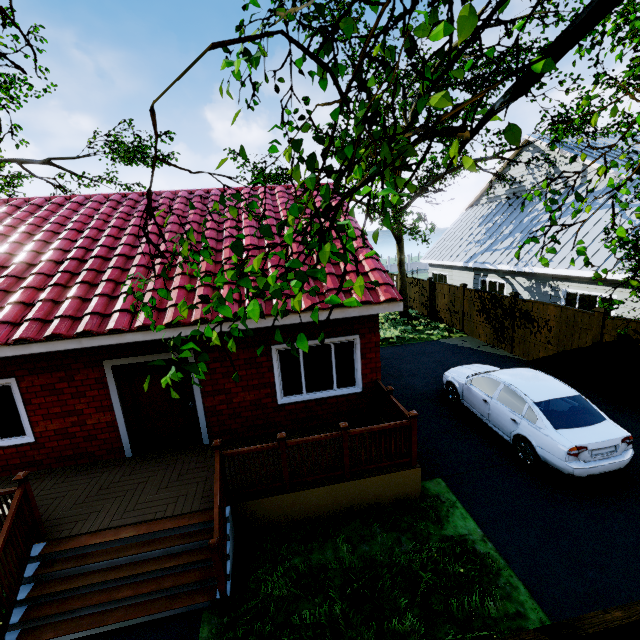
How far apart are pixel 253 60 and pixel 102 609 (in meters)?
6.87

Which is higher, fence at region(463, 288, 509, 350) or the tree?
the tree

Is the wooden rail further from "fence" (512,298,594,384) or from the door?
"fence" (512,298,594,384)

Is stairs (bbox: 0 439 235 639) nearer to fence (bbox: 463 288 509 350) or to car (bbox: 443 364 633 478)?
fence (bbox: 463 288 509 350)

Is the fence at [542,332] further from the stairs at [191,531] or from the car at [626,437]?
the car at [626,437]

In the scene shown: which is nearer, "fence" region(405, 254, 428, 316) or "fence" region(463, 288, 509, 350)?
"fence" region(463, 288, 509, 350)

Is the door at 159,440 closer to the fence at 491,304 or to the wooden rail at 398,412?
the wooden rail at 398,412

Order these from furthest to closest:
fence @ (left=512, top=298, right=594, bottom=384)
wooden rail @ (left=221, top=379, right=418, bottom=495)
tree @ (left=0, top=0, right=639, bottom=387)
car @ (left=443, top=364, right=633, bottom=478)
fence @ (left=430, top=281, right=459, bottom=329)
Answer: fence @ (left=430, top=281, right=459, bottom=329) < fence @ (left=512, top=298, right=594, bottom=384) < car @ (left=443, top=364, right=633, bottom=478) < wooden rail @ (left=221, top=379, right=418, bottom=495) < tree @ (left=0, top=0, right=639, bottom=387)
